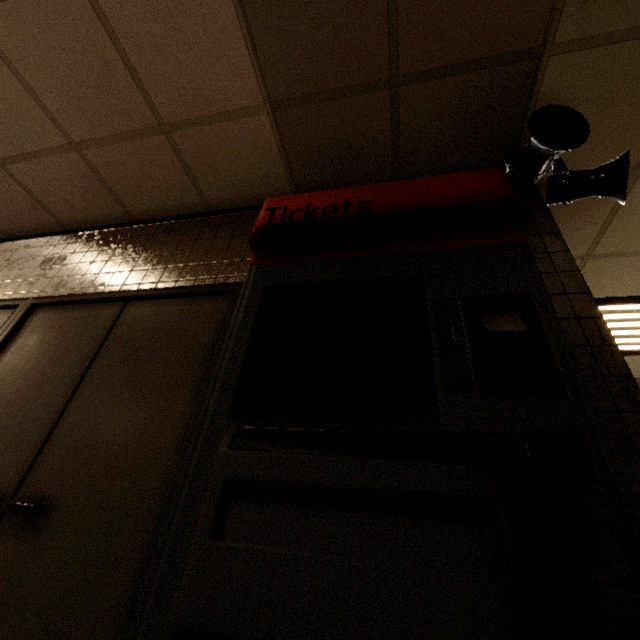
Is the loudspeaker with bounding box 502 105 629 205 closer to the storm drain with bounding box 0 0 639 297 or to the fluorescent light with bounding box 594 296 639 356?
the storm drain with bounding box 0 0 639 297

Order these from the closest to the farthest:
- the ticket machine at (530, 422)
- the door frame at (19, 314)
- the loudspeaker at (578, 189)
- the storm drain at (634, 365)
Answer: the ticket machine at (530, 422) < the door frame at (19, 314) < the loudspeaker at (578, 189) < the storm drain at (634, 365)

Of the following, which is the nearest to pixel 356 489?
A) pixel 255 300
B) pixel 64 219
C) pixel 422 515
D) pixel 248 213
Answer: pixel 422 515

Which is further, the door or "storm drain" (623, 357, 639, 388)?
"storm drain" (623, 357, 639, 388)

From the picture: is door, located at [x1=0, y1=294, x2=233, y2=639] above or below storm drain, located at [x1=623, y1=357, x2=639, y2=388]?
below

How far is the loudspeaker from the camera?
1.69m

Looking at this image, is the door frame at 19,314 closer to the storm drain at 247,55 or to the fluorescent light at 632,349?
A: the storm drain at 247,55

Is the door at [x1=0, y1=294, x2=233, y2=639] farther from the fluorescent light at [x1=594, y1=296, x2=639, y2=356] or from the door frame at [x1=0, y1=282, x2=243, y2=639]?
the fluorescent light at [x1=594, y1=296, x2=639, y2=356]
